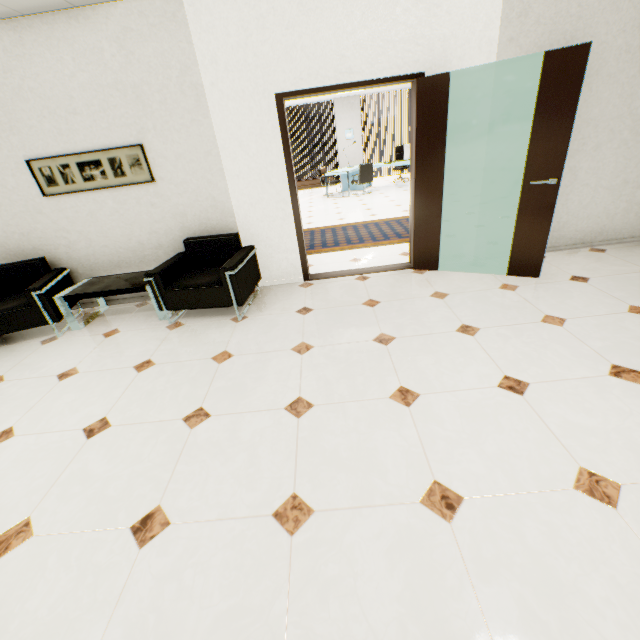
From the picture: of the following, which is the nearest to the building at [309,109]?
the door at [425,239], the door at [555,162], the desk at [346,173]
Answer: the desk at [346,173]

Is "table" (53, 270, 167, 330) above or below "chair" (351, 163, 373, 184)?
below

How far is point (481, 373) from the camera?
2.36m

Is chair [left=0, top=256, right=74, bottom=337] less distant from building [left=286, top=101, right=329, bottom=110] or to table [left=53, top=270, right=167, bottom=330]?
table [left=53, top=270, right=167, bottom=330]

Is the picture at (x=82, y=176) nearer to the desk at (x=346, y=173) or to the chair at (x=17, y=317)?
A: the chair at (x=17, y=317)

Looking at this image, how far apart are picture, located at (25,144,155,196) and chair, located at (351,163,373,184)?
7.4m

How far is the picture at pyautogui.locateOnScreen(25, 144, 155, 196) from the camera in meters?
3.6 m

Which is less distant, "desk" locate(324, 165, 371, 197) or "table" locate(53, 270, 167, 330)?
"table" locate(53, 270, 167, 330)
